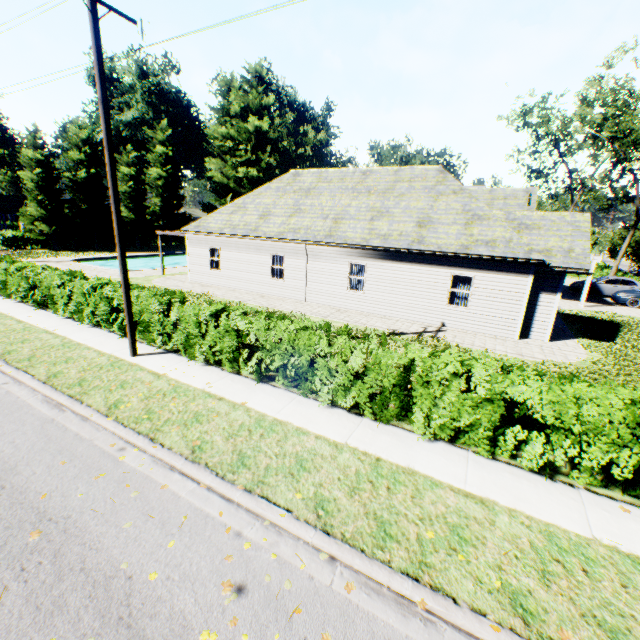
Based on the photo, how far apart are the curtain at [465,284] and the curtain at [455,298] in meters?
0.1 m

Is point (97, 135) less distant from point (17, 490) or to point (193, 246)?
point (193, 246)

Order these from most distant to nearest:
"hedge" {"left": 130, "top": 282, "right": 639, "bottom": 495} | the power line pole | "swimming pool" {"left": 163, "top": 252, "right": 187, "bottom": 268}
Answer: "swimming pool" {"left": 163, "top": 252, "right": 187, "bottom": 268}, the power line pole, "hedge" {"left": 130, "top": 282, "right": 639, "bottom": 495}

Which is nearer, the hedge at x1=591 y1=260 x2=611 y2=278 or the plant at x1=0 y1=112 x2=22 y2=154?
the hedge at x1=591 y1=260 x2=611 y2=278

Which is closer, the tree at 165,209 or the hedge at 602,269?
the hedge at 602,269

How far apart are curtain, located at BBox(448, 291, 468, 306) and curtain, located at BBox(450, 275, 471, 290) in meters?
0.1 m

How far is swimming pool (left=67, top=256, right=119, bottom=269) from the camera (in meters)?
26.89

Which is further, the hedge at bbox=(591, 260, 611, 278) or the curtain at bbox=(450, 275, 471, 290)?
the hedge at bbox=(591, 260, 611, 278)
